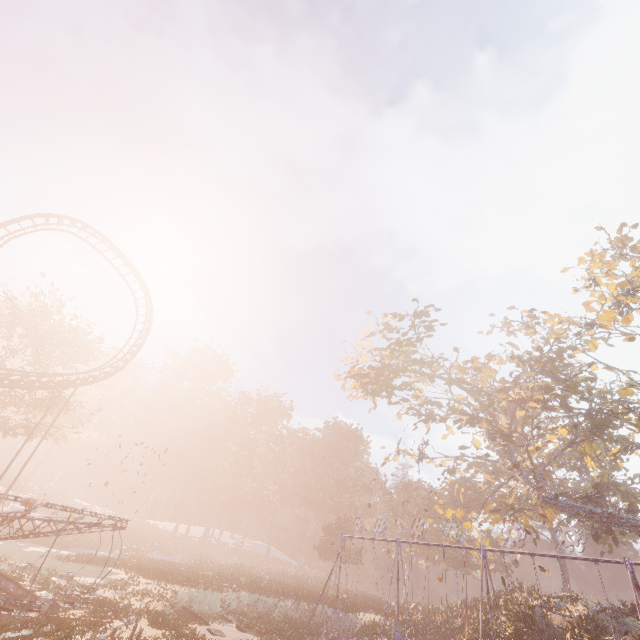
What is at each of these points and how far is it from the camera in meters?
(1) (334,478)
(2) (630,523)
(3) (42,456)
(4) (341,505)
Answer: (1) instancedfoliageactor, 57.7
(2) tree, 21.8
(3) instancedfoliageactor, 55.1
(4) instancedfoliageactor, 57.5

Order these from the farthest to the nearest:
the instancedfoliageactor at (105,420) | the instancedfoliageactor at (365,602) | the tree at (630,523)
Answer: the instancedfoliageactor at (105,420) < the instancedfoliageactor at (365,602) < the tree at (630,523)

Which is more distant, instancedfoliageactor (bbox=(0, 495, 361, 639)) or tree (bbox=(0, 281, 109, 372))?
tree (bbox=(0, 281, 109, 372))

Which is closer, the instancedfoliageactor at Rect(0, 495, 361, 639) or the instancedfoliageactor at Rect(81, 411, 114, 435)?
the instancedfoliageactor at Rect(0, 495, 361, 639)

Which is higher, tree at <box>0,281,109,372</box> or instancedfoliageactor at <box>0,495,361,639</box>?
tree at <box>0,281,109,372</box>

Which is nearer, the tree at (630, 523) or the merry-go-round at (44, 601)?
the merry-go-round at (44, 601)

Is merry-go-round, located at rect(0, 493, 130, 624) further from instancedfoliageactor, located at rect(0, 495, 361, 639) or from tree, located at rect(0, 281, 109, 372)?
tree, located at rect(0, 281, 109, 372)

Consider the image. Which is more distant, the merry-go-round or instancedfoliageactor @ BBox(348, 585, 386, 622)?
instancedfoliageactor @ BBox(348, 585, 386, 622)
